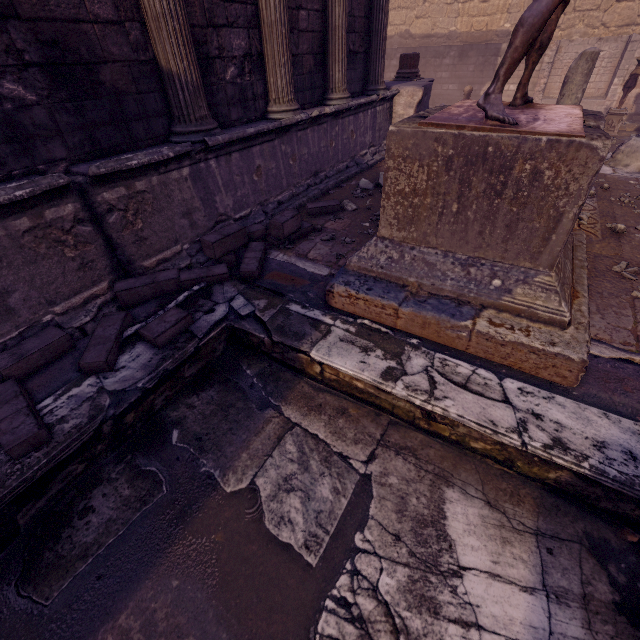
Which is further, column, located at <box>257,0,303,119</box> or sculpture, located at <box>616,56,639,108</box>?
sculpture, located at <box>616,56,639,108</box>

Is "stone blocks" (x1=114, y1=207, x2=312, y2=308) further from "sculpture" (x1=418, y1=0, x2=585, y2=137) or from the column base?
the column base

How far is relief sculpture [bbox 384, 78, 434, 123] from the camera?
7.3 meters

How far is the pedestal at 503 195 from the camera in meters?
2.0 m

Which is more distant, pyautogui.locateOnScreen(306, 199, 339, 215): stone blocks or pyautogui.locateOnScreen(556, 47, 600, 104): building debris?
pyautogui.locateOnScreen(556, 47, 600, 104): building debris

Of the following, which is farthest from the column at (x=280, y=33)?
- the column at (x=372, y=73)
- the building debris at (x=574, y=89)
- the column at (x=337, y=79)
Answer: the building debris at (x=574, y=89)

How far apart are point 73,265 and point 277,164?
3.1 meters

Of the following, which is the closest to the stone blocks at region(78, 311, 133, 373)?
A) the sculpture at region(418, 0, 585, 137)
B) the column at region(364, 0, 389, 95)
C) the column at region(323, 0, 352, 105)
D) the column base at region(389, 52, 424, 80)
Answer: the sculpture at region(418, 0, 585, 137)
